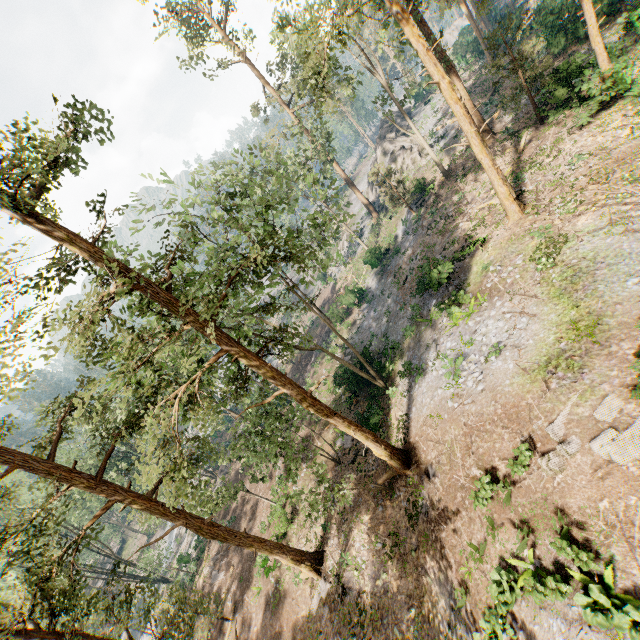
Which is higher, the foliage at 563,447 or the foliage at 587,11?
the foliage at 587,11

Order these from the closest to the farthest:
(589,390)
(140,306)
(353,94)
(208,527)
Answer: (589,390)
(140,306)
(208,527)
(353,94)

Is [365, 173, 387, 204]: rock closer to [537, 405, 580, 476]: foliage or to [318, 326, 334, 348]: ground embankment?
[537, 405, 580, 476]: foliage

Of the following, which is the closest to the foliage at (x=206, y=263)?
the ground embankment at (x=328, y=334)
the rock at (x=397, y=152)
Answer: the rock at (x=397, y=152)

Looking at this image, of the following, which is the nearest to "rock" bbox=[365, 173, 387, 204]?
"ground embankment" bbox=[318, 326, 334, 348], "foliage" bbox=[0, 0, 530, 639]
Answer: "foliage" bbox=[0, 0, 530, 639]

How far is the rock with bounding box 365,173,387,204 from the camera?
48.20m
